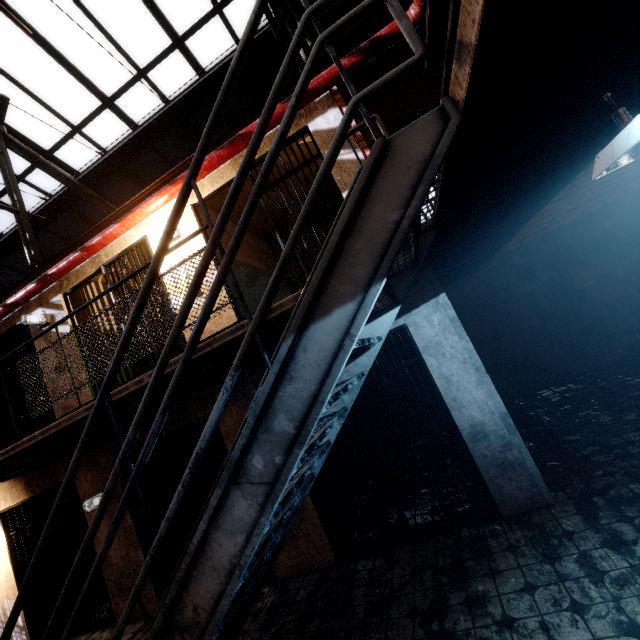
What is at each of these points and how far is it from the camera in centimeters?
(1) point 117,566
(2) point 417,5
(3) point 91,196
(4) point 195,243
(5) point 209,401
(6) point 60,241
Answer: (1) building, 507cm
(2) pipe, 360cm
(3) support beam, 795cm
(4) building, 484cm
(5) building, 468cm
(6) window, 927cm

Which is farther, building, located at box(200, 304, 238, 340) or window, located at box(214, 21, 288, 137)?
window, located at box(214, 21, 288, 137)

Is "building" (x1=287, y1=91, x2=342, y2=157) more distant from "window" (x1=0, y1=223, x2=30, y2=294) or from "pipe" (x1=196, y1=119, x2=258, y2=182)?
"window" (x1=0, y1=223, x2=30, y2=294)

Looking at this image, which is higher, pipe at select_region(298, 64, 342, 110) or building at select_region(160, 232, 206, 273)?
pipe at select_region(298, 64, 342, 110)

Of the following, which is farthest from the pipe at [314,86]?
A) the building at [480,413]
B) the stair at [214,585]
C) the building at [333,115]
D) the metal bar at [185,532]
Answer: the metal bar at [185,532]

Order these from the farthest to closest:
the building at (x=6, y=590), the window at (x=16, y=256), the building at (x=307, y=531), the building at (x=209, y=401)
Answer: the window at (x=16, y=256) → the building at (x=6, y=590) → the building at (x=209, y=401) → the building at (x=307, y=531)

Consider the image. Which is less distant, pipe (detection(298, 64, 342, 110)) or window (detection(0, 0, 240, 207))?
pipe (detection(298, 64, 342, 110))

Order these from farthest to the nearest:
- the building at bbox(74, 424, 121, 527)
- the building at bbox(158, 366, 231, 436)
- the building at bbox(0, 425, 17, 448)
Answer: the building at bbox(0, 425, 17, 448), the building at bbox(74, 424, 121, 527), the building at bbox(158, 366, 231, 436)
